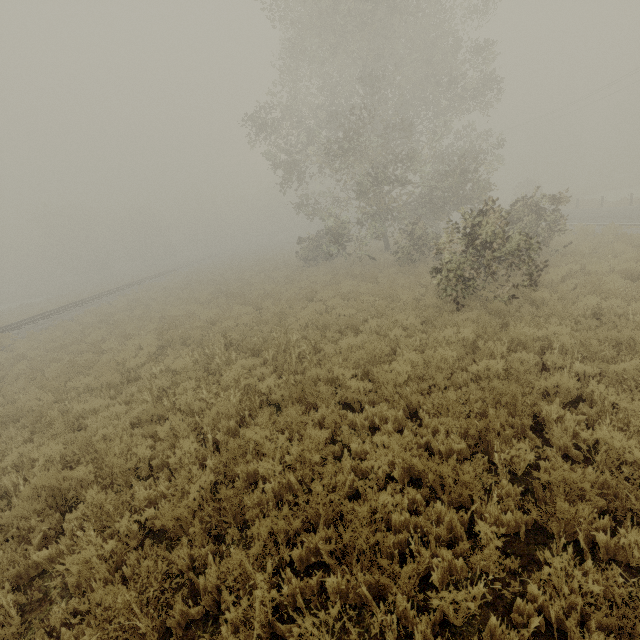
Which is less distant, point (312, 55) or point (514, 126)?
point (312, 55)
